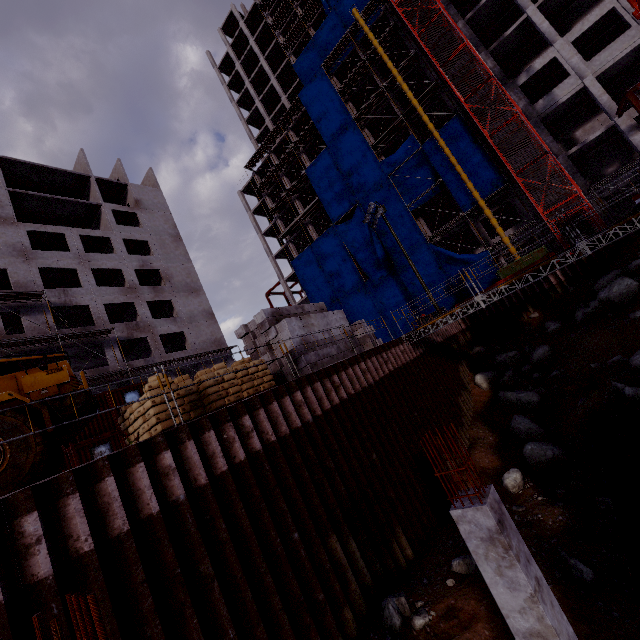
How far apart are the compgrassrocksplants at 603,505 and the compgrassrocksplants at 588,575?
2.0m

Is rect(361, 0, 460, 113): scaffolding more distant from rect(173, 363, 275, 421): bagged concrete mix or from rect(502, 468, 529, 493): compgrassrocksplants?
rect(502, 468, 529, 493): compgrassrocksplants

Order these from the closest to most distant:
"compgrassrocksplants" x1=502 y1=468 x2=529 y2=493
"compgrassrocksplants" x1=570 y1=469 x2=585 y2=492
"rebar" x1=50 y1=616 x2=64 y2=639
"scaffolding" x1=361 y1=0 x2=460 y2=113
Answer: "rebar" x1=50 y1=616 x2=64 y2=639 < "compgrassrocksplants" x1=570 y1=469 x2=585 y2=492 < "compgrassrocksplants" x1=502 y1=468 x2=529 y2=493 < "scaffolding" x1=361 y1=0 x2=460 y2=113

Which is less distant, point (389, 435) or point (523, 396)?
point (389, 435)

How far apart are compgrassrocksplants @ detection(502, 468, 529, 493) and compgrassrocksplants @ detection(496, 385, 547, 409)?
5.1m

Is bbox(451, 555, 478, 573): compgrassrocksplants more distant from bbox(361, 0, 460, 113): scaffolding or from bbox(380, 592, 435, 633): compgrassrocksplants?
bbox(361, 0, 460, 113): scaffolding

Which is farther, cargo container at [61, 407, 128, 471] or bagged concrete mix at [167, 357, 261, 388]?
cargo container at [61, 407, 128, 471]

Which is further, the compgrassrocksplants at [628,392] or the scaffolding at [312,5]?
the scaffolding at [312,5]
